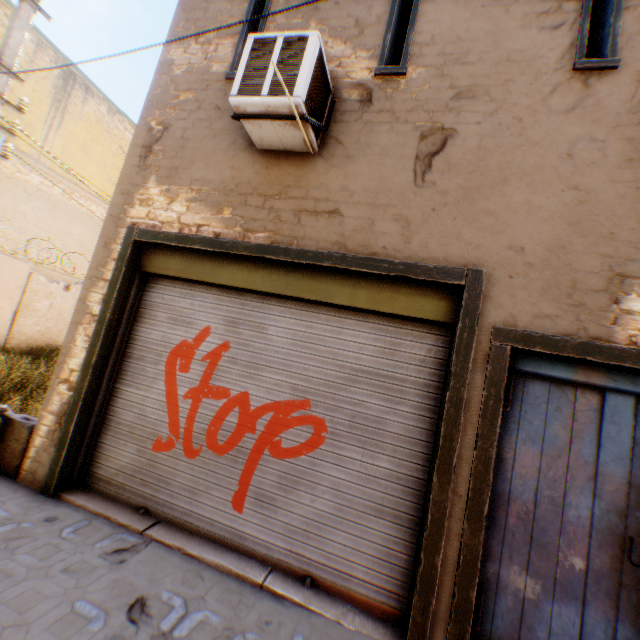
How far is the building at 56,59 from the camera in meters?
10.8

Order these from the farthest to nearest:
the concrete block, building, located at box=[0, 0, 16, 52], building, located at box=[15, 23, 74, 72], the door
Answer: building, located at box=[15, 23, 74, 72] < building, located at box=[0, 0, 16, 52] < the concrete block < the door

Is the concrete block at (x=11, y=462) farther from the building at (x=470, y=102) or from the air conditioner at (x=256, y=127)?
the air conditioner at (x=256, y=127)

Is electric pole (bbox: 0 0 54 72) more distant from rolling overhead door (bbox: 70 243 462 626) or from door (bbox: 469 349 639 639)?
door (bbox: 469 349 639 639)

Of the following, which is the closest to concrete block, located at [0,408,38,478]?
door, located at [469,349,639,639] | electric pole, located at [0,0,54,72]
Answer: electric pole, located at [0,0,54,72]

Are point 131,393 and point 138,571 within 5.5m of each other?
yes

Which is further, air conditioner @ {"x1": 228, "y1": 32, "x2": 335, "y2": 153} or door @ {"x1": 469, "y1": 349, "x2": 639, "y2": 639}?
air conditioner @ {"x1": 228, "y1": 32, "x2": 335, "y2": 153}

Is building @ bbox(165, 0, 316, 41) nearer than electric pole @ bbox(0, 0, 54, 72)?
Yes
